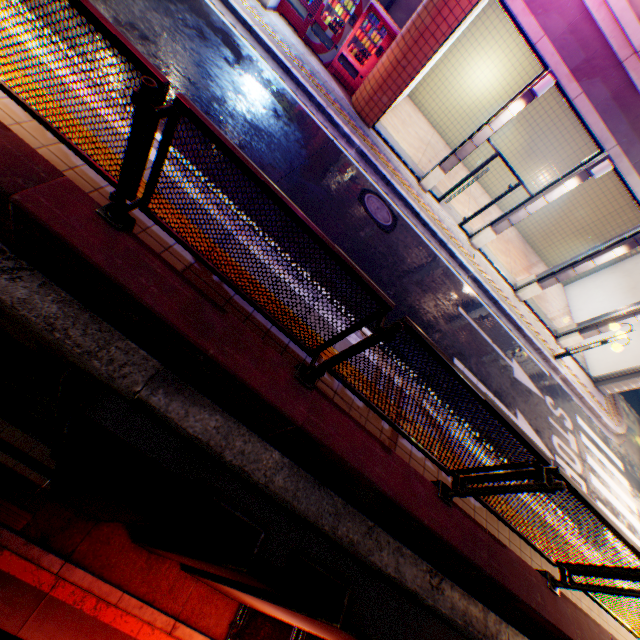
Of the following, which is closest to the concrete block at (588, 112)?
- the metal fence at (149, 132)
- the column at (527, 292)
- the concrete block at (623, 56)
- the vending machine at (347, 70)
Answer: the column at (527, 292)

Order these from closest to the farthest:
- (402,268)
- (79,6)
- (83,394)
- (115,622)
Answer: (79,6), (83,394), (115,622), (402,268)

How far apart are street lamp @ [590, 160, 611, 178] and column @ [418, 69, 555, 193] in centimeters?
261cm

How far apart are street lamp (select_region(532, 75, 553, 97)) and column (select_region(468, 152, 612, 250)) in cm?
257

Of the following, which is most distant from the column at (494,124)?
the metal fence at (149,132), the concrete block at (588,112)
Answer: the metal fence at (149,132)

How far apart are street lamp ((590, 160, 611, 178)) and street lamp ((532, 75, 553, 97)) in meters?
2.6

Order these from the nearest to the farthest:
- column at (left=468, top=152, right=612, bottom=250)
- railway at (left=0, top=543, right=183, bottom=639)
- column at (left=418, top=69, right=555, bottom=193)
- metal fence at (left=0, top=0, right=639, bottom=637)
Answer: metal fence at (left=0, top=0, right=639, bottom=637)
railway at (left=0, top=543, right=183, bottom=639)
column at (left=418, top=69, right=555, bottom=193)
column at (left=468, top=152, right=612, bottom=250)

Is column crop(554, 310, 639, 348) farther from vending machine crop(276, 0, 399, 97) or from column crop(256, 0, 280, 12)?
column crop(256, 0, 280, 12)
